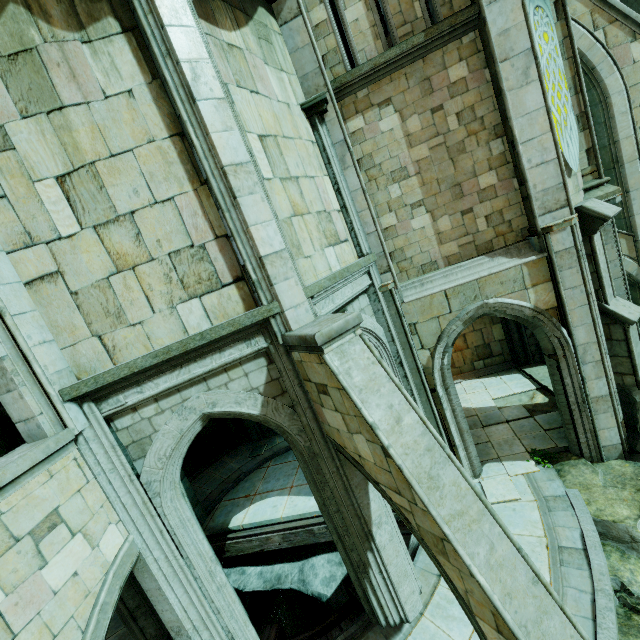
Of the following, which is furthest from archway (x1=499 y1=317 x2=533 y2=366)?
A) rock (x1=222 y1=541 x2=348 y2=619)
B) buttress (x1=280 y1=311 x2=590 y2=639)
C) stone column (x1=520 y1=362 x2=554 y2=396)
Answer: rock (x1=222 y1=541 x2=348 y2=619)

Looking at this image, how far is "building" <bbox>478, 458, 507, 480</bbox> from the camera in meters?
9.1 m

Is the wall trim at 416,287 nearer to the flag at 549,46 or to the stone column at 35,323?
the flag at 549,46

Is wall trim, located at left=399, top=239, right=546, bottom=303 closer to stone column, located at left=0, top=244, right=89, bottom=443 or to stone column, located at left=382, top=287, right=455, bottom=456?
stone column, located at left=382, top=287, right=455, bottom=456

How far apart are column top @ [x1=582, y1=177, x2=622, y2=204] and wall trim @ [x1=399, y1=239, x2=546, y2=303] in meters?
1.8 m

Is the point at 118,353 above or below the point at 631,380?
above

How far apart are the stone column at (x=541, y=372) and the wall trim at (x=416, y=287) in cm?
576

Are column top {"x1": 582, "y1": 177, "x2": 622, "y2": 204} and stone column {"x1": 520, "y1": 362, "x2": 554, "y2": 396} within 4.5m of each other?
no
